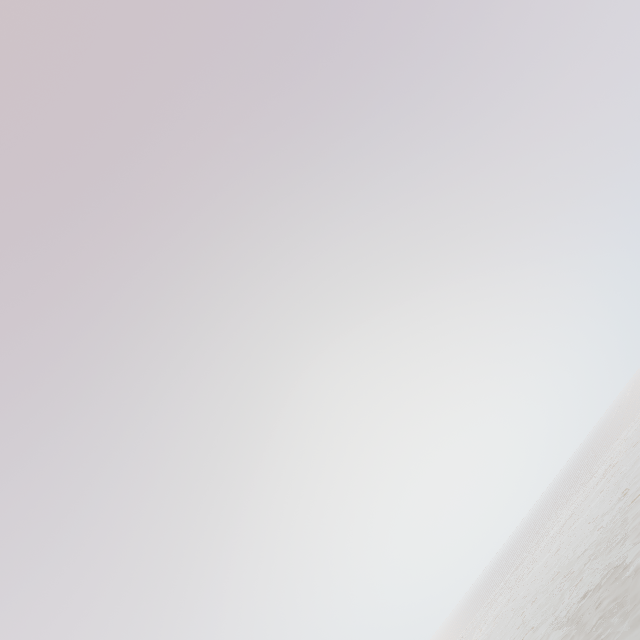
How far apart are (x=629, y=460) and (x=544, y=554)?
25.7 meters
